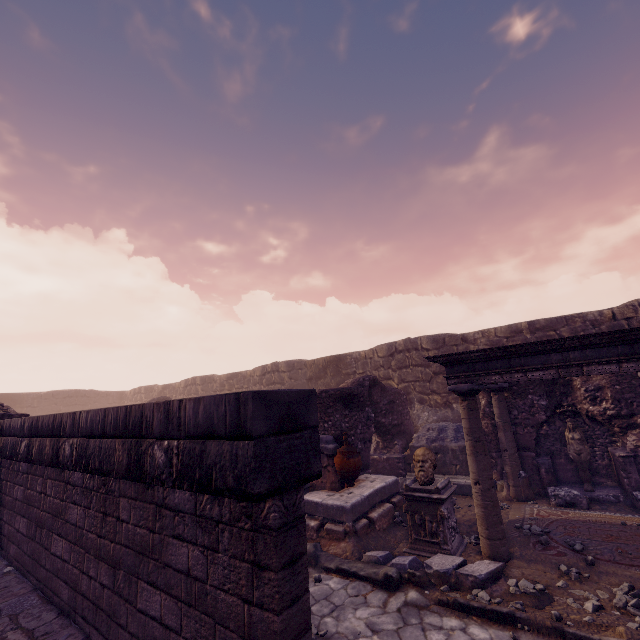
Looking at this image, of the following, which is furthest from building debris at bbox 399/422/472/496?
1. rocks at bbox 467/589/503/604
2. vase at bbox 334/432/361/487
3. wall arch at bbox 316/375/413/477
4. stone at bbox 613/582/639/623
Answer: rocks at bbox 467/589/503/604

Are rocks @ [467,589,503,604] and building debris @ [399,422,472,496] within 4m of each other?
no

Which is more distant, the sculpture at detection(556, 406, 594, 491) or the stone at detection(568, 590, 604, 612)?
the sculpture at detection(556, 406, 594, 491)

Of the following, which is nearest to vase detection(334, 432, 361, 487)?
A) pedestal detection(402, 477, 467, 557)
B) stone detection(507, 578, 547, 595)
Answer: pedestal detection(402, 477, 467, 557)

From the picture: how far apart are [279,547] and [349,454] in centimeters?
573cm

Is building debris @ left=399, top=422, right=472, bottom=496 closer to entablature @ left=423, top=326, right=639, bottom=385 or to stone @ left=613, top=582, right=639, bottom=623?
entablature @ left=423, top=326, right=639, bottom=385

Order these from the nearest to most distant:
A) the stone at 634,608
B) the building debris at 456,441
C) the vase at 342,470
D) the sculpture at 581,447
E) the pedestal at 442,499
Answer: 1. the stone at 634,608
2. the pedestal at 442,499
3. the vase at 342,470
4. the sculpture at 581,447
5. the building debris at 456,441

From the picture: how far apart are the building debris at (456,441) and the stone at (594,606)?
4.13m
